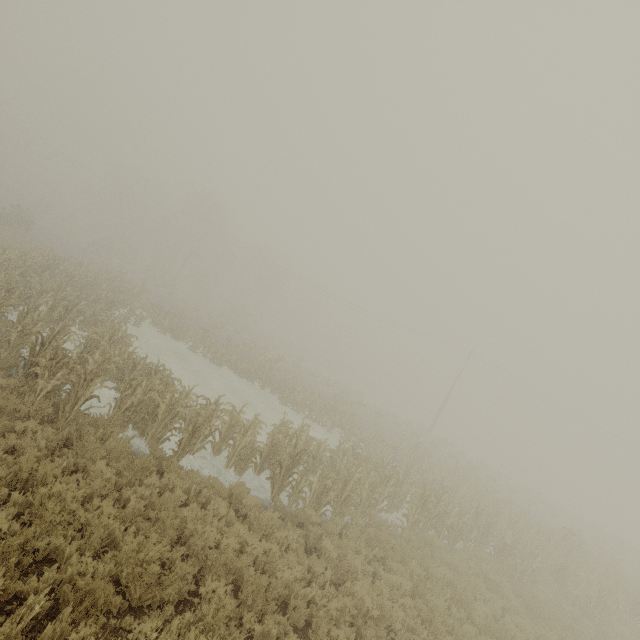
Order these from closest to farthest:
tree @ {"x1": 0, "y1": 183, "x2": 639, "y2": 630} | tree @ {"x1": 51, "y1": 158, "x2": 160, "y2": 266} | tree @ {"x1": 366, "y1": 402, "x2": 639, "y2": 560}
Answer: tree @ {"x1": 0, "y1": 183, "x2": 639, "y2": 630} < tree @ {"x1": 366, "y1": 402, "x2": 639, "y2": 560} < tree @ {"x1": 51, "y1": 158, "x2": 160, "y2": 266}

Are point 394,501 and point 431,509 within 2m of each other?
yes

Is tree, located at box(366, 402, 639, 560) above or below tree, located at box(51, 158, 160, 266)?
below

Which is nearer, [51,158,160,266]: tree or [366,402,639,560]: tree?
[366,402,639,560]: tree

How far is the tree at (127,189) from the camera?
50.4m

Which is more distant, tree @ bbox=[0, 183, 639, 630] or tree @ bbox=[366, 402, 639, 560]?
tree @ bbox=[366, 402, 639, 560]

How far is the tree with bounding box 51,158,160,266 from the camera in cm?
5042

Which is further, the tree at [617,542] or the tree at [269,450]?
the tree at [617,542]
